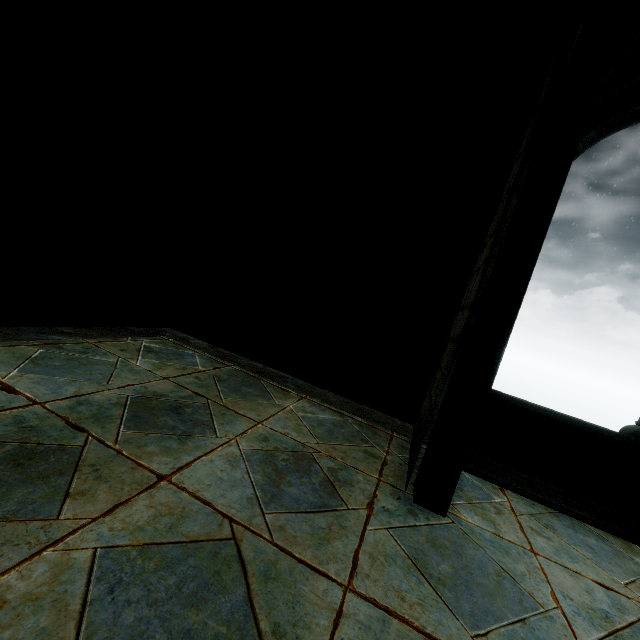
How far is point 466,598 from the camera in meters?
1.8 m
